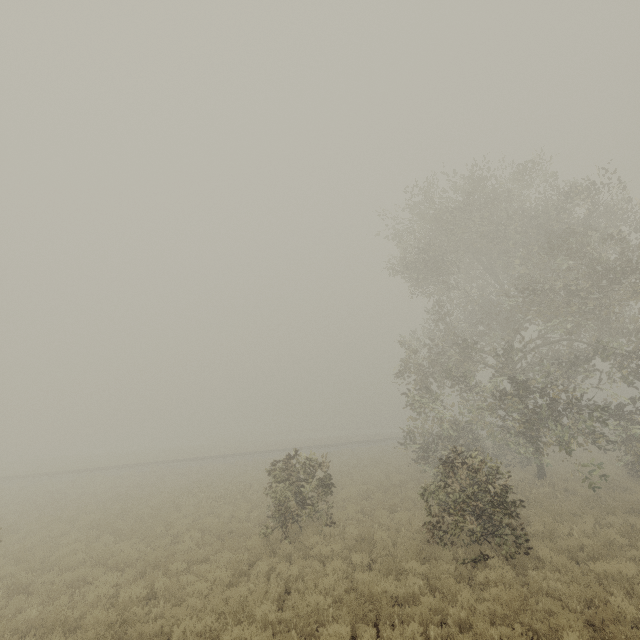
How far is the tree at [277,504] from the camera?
11.7 meters

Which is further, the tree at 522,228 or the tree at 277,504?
the tree at 277,504

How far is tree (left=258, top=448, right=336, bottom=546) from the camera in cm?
1174

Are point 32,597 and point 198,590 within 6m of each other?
yes

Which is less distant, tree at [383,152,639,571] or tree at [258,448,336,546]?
tree at [383,152,639,571]
